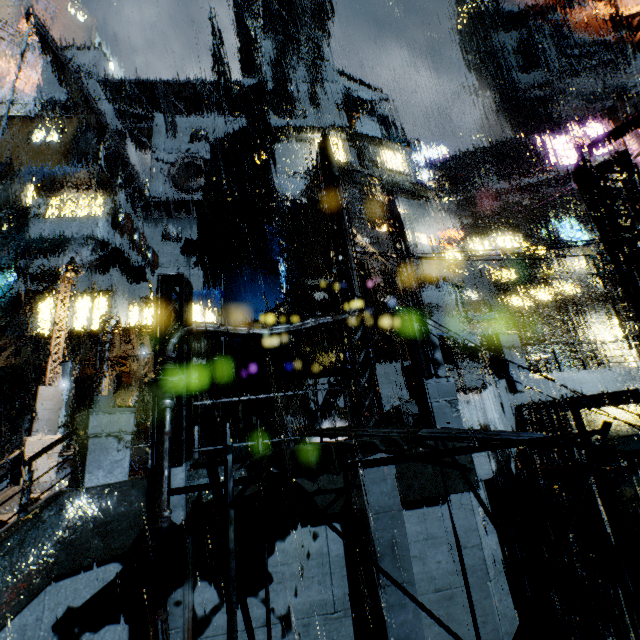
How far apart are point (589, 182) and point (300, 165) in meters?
21.7

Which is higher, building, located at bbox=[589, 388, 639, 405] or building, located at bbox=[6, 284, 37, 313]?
building, located at bbox=[6, 284, 37, 313]

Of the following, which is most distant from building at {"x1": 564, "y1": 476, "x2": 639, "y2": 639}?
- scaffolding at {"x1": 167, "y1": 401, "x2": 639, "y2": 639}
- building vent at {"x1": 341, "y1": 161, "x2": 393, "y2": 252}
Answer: scaffolding at {"x1": 167, "y1": 401, "x2": 639, "y2": 639}

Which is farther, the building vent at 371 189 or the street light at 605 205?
the building vent at 371 189

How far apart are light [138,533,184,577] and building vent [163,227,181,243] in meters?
32.2 m

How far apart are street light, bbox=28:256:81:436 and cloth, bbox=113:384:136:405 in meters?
17.1

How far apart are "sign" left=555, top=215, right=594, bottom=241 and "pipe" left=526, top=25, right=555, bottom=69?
41.80m

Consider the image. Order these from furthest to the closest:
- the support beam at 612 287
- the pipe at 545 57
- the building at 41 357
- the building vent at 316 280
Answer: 1. the pipe at 545 57
2. the building at 41 357
3. the support beam at 612 287
4. the building vent at 316 280
